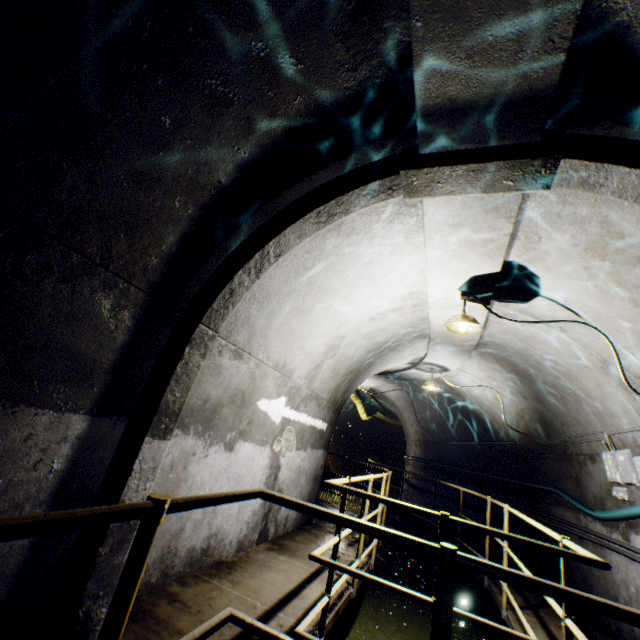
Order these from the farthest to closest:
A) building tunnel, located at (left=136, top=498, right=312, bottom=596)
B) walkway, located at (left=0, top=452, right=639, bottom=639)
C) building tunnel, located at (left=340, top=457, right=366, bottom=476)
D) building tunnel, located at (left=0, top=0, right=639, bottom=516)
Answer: building tunnel, located at (left=340, top=457, right=366, bottom=476), building tunnel, located at (left=136, top=498, right=312, bottom=596), building tunnel, located at (left=0, top=0, right=639, bottom=516), walkway, located at (left=0, top=452, right=639, bottom=639)

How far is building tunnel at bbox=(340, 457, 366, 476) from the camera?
20.1 meters

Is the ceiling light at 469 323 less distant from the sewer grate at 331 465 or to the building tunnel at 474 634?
the building tunnel at 474 634

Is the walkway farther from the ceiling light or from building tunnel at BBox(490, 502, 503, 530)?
the ceiling light

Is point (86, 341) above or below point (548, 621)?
above

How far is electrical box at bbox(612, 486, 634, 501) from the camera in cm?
405

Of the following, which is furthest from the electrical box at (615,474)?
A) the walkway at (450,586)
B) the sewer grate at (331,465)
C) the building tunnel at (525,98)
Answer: the sewer grate at (331,465)

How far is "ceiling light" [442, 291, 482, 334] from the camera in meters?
4.0
